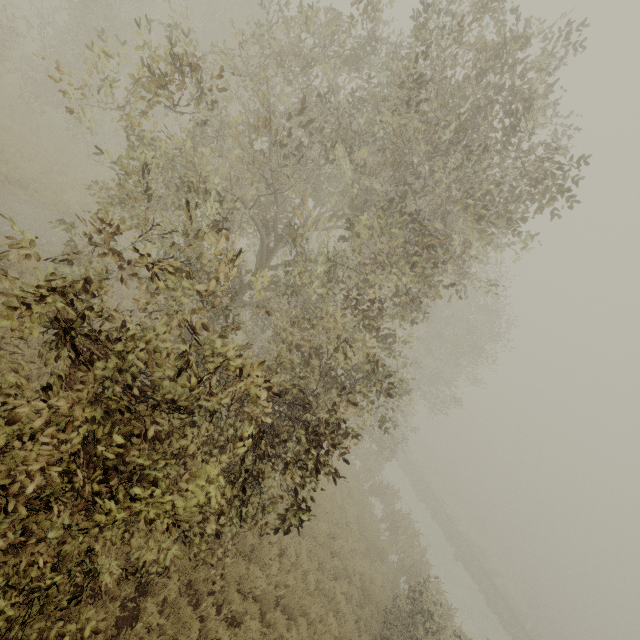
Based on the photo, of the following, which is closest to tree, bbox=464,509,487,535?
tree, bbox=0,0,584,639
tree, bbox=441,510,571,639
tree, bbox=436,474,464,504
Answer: tree, bbox=436,474,464,504

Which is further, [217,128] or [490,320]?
[490,320]

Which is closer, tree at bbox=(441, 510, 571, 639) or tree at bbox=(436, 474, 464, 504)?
tree at bbox=(441, 510, 571, 639)

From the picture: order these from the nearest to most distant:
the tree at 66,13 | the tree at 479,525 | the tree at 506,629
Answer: the tree at 66,13
the tree at 506,629
the tree at 479,525

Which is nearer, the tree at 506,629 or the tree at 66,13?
the tree at 66,13

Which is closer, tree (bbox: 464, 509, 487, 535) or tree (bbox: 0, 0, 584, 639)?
tree (bbox: 0, 0, 584, 639)

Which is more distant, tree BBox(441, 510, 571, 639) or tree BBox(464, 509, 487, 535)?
tree BBox(464, 509, 487, 535)

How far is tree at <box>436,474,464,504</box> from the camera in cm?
5568
